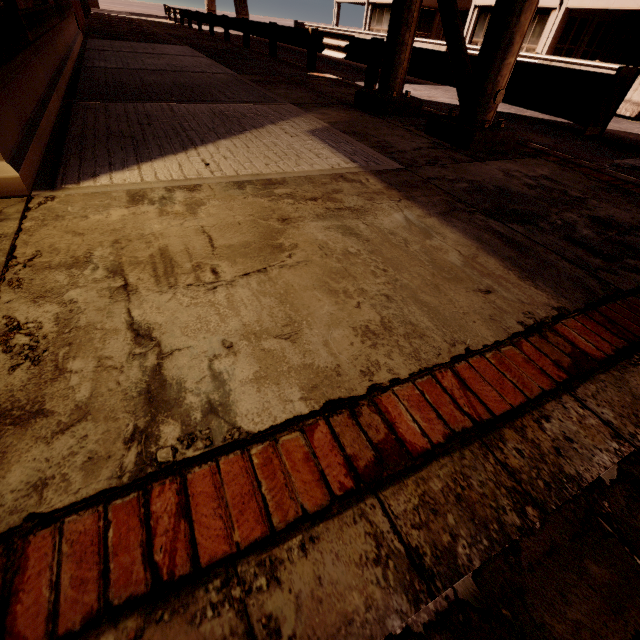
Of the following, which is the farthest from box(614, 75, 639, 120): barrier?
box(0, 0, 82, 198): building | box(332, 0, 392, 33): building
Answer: box(0, 0, 82, 198): building

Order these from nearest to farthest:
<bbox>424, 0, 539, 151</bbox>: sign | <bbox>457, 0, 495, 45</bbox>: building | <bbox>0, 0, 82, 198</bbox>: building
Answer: <bbox>0, 0, 82, 198</bbox>: building
<bbox>424, 0, 539, 151</bbox>: sign
<bbox>457, 0, 495, 45</bbox>: building

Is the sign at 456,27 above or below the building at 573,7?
below

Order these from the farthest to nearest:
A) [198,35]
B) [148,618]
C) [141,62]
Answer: [198,35] < [141,62] < [148,618]

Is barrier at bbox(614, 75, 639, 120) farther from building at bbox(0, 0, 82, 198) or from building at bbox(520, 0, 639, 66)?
building at bbox(0, 0, 82, 198)

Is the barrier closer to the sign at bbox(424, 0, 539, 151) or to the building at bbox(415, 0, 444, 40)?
the sign at bbox(424, 0, 539, 151)

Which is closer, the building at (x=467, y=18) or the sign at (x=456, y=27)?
the sign at (x=456, y=27)
